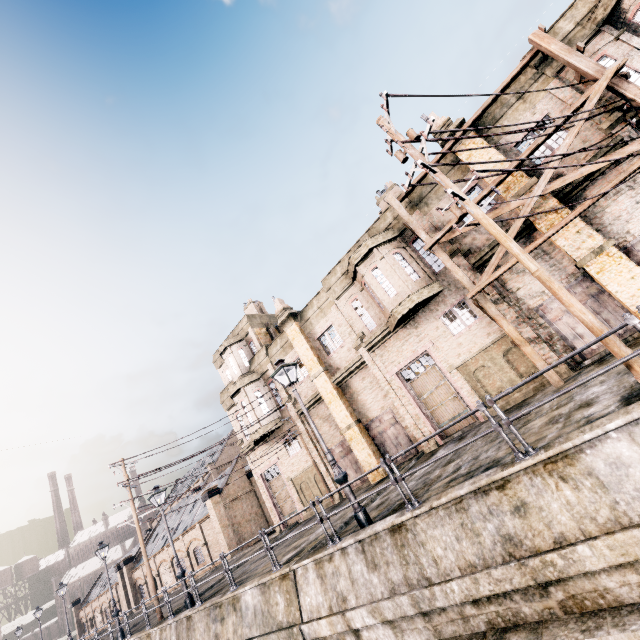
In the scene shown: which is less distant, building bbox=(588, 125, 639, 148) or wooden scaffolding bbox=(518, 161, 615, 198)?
wooden scaffolding bbox=(518, 161, 615, 198)

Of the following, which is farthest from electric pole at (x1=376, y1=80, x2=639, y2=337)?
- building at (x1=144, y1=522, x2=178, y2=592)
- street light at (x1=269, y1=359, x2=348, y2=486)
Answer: building at (x1=144, y1=522, x2=178, y2=592)

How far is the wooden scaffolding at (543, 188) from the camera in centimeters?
1182cm

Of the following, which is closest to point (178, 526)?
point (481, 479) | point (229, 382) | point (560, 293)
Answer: point (229, 382)

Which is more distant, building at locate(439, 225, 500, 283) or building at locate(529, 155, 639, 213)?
building at locate(439, 225, 500, 283)

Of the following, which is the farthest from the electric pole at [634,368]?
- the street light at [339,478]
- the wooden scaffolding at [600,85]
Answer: the street light at [339,478]

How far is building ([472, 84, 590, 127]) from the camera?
13.98m

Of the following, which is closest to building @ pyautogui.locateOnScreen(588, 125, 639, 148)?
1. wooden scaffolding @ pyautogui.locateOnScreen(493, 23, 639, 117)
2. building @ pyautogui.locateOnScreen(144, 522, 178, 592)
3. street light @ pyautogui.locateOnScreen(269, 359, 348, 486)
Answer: wooden scaffolding @ pyautogui.locateOnScreen(493, 23, 639, 117)
